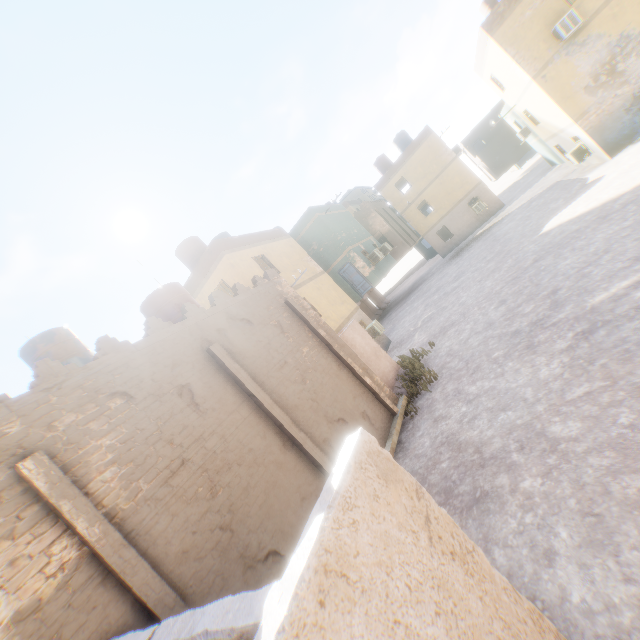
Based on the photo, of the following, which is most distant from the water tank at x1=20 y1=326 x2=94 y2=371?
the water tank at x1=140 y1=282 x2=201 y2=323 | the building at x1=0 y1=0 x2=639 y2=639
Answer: the water tank at x1=140 y1=282 x2=201 y2=323

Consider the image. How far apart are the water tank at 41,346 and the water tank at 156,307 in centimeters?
243cm

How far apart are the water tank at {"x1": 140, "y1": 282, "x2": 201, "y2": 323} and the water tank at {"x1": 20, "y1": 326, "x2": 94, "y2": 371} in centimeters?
243cm

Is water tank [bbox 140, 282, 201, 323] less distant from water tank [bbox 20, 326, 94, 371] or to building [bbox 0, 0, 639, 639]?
building [bbox 0, 0, 639, 639]

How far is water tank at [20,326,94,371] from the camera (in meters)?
10.46

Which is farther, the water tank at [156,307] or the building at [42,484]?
the water tank at [156,307]

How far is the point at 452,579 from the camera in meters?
2.4
